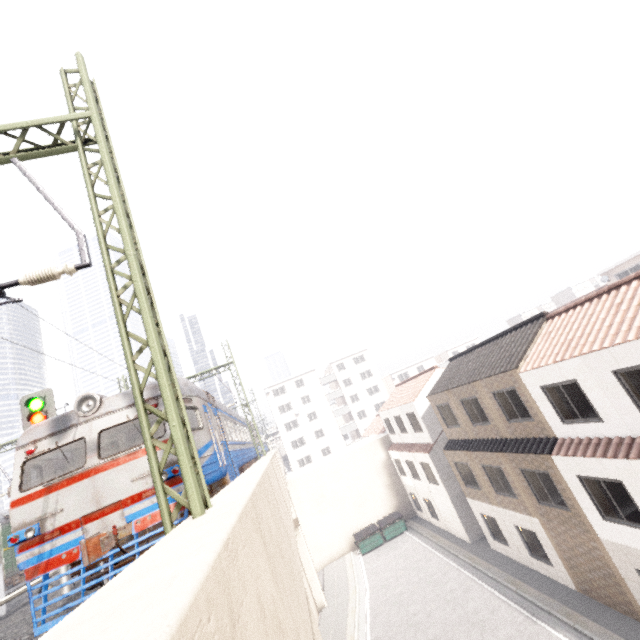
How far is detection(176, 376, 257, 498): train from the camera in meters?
8.5 m

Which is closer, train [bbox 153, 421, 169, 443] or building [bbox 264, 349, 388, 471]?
train [bbox 153, 421, 169, 443]

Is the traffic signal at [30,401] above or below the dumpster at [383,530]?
above

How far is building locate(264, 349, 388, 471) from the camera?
52.59m

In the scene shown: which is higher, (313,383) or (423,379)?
(313,383)

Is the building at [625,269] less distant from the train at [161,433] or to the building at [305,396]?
the building at [305,396]

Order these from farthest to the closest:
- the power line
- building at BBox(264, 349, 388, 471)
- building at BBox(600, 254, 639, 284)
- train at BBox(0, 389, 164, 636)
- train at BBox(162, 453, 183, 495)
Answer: building at BBox(264, 349, 388, 471) < building at BBox(600, 254, 639, 284) < train at BBox(162, 453, 183, 495) < train at BBox(0, 389, 164, 636) < the power line
